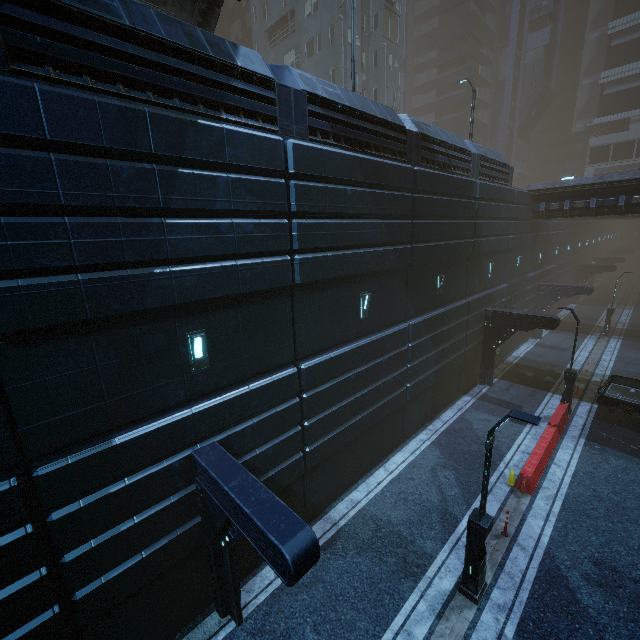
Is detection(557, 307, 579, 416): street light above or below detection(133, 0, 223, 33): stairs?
below

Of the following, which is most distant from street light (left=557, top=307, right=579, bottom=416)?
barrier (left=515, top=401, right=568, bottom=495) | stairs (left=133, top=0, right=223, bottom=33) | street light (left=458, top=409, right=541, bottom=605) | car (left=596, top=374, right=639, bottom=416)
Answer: stairs (left=133, top=0, right=223, bottom=33)

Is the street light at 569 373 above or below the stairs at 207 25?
below

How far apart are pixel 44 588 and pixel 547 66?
71.16m

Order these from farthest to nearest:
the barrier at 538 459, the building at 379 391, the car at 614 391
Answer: the car at 614 391 < the barrier at 538 459 < the building at 379 391

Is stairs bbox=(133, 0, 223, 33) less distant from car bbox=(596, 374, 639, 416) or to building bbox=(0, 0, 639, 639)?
building bbox=(0, 0, 639, 639)

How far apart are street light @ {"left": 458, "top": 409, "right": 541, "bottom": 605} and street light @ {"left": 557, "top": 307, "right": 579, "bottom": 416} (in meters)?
11.33

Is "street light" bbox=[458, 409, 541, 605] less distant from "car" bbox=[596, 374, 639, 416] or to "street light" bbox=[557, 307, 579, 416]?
"car" bbox=[596, 374, 639, 416]
